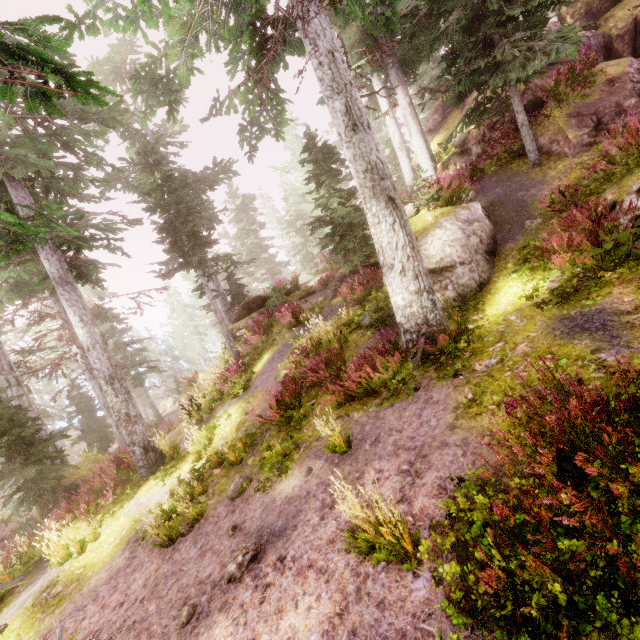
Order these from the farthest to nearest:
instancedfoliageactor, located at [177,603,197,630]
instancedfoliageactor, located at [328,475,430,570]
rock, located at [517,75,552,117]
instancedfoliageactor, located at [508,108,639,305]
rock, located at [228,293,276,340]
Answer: rock, located at [228,293,276,340]
rock, located at [517,75,552,117]
instancedfoliageactor, located at [508,108,639,305]
instancedfoliageactor, located at [177,603,197,630]
instancedfoliageactor, located at [328,475,430,570]

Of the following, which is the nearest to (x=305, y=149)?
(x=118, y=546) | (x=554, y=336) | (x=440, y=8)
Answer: (x=440, y=8)

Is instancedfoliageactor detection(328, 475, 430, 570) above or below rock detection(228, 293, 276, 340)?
below

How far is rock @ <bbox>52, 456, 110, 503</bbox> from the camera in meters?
12.3 m

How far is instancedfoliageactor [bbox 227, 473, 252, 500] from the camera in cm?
707

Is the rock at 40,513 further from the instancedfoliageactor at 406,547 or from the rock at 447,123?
the rock at 447,123
